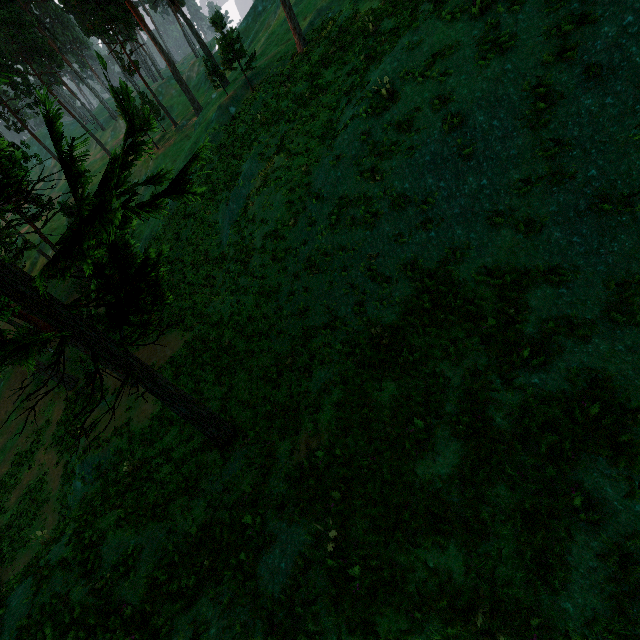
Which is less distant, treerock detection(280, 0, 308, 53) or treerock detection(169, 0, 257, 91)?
treerock detection(280, 0, 308, 53)

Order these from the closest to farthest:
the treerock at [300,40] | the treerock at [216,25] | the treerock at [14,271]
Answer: the treerock at [14,271] → the treerock at [300,40] → the treerock at [216,25]

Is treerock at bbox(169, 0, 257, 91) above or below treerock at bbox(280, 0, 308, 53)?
above

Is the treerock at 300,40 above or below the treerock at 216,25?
below

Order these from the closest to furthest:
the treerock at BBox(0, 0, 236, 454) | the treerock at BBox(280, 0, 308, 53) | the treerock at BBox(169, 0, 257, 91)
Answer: the treerock at BBox(0, 0, 236, 454) → the treerock at BBox(280, 0, 308, 53) → the treerock at BBox(169, 0, 257, 91)

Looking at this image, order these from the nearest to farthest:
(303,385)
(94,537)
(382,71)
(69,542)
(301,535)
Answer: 1. (301,535)
2. (94,537)
3. (69,542)
4. (303,385)
5. (382,71)
